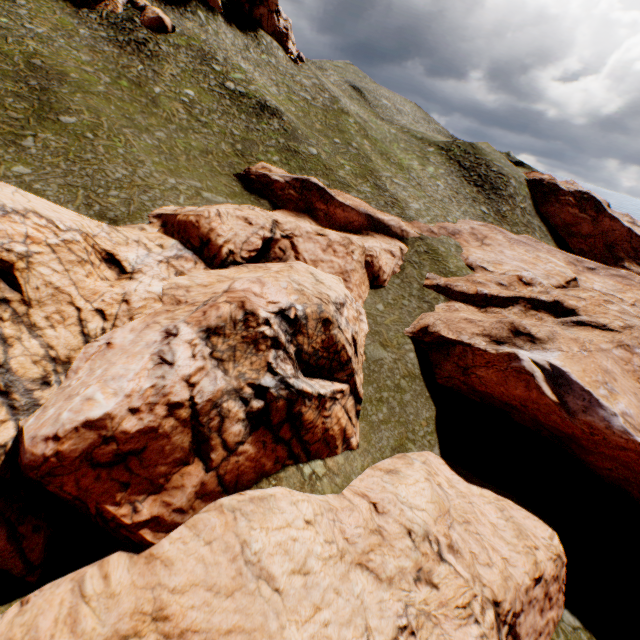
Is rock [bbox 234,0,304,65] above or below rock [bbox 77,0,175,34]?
above

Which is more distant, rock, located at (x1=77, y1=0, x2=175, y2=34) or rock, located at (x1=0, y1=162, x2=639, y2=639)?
rock, located at (x1=77, y1=0, x2=175, y2=34)

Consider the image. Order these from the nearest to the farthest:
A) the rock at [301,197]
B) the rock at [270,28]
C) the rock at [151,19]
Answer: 1. the rock at [301,197]
2. the rock at [151,19]
3. the rock at [270,28]

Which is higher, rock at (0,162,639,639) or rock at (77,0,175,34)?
rock at (77,0,175,34)

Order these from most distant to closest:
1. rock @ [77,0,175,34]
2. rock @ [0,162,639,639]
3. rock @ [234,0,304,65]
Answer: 1. rock @ [234,0,304,65]
2. rock @ [77,0,175,34]
3. rock @ [0,162,639,639]

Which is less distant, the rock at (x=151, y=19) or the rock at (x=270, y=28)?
the rock at (x=151, y=19)

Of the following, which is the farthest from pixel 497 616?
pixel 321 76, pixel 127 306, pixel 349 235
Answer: pixel 321 76
